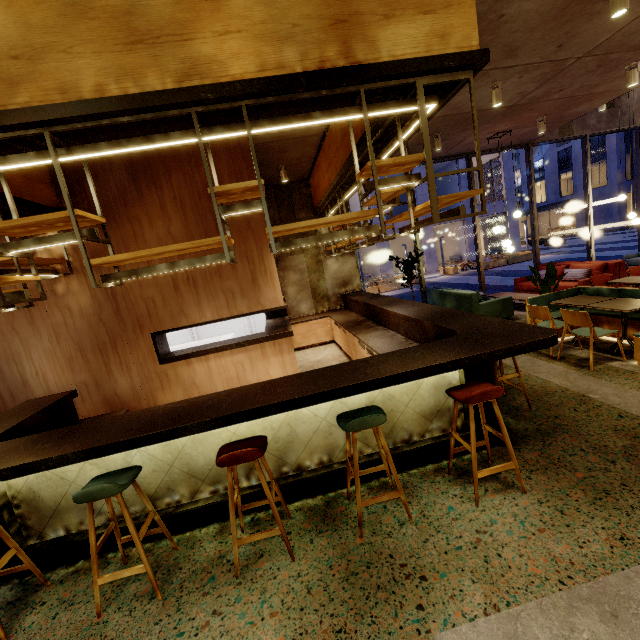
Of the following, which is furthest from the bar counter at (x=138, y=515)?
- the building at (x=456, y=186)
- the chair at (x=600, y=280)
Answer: the building at (x=456, y=186)

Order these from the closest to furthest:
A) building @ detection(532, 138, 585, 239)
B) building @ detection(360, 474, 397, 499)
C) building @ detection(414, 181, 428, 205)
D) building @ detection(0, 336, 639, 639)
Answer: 1. building @ detection(0, 336, 639, 639)
2. building @ detection(360, 474, 397, 499)
3. building @ detection(414, 181, 428, 205)
4. building @ detection(532, 138, 585, 239)

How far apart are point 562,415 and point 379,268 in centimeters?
2478cm

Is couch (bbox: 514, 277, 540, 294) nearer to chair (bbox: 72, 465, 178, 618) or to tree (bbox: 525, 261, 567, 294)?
tree (bbox: 525, 261, 567, 294)

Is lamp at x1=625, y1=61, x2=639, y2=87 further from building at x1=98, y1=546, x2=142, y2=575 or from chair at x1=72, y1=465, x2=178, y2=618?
chair at x1=72, y1=465, x2=178, y2=618

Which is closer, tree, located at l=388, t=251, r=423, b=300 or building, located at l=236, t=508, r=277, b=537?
building, located at l=236, t=508, r=277, b=537

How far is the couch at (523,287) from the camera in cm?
947

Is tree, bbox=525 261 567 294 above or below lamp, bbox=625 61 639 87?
below
